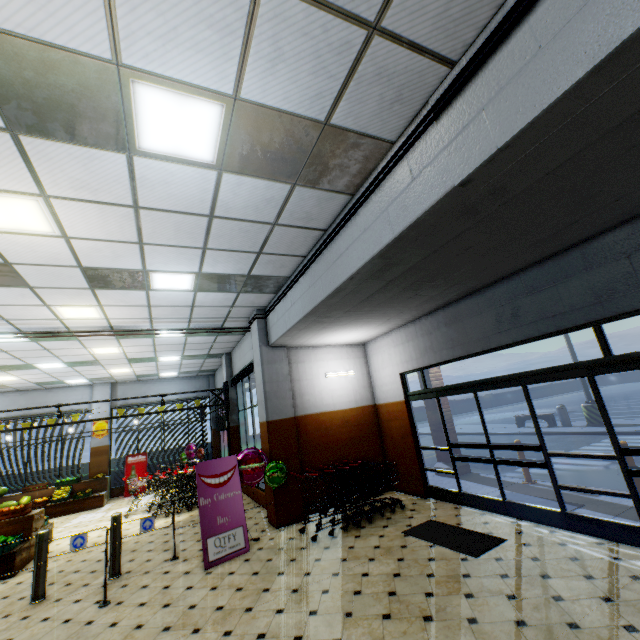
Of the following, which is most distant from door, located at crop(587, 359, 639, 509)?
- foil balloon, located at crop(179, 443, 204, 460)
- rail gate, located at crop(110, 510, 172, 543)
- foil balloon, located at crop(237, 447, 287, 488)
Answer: foil balloon, located at crop(179, 443, 204, 460)

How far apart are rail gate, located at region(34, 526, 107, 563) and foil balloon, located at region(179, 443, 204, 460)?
9.0m

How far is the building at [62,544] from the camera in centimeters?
752cm

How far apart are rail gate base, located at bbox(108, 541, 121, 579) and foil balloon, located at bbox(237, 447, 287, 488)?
1.7 meters

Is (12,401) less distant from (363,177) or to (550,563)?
(363,177)

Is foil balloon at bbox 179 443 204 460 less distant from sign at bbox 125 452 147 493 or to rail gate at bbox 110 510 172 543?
sign at bbox 125 452 147 493

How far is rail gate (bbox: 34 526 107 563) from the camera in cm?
531

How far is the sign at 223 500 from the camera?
5.6 meters
